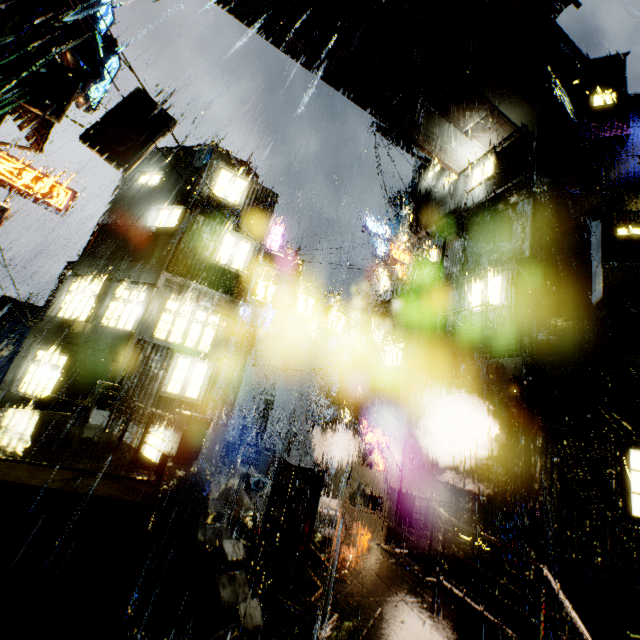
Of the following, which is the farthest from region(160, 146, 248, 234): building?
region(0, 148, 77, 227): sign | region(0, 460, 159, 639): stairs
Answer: region(0, 460, 159, 639): stairs

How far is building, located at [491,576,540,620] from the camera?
9.1m

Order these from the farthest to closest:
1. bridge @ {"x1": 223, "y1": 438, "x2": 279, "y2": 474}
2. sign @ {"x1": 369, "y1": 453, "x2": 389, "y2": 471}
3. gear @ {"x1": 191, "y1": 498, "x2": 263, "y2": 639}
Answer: bridge @ {"x1": 223, "y1": 438, "x2": 279, "y2": 474} < sign @ {"x1": 369, "y1": 453, "x2": 389, "y2": 471} < gear @ {"x1": 191, "y1": 498, "x2": 263, "y2": 639}

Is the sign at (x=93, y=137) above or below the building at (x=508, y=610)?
above

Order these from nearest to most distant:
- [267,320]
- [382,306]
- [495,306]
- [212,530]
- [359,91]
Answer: [212,530] < [495,306] < [359,91] < [382,306] < [267,320]

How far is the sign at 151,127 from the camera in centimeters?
1206cm

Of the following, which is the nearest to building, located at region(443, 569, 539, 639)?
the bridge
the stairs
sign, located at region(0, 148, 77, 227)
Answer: the bridge

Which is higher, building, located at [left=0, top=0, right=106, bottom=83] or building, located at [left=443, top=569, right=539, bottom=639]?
building, located at [left=0, top=0, right=106, bottom=83]
